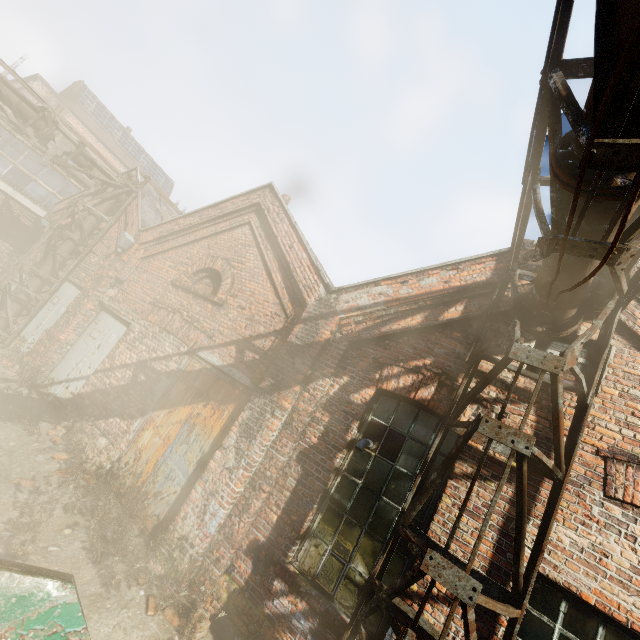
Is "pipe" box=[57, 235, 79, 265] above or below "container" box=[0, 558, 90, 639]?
above

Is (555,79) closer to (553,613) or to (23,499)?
(553,613)

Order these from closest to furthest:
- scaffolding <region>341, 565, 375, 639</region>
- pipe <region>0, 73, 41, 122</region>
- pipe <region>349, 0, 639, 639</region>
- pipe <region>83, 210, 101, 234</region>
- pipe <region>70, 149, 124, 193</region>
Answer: pipe <region>349, 0, 639, 639</region> → scaffolding <region>341, 565, 375, 639</region> → pipe <region>0, 73, 41, 122</region> → pipe <region>70, 149, 124, 193</region> → pipe <region>83, 210, 101, 234</region>

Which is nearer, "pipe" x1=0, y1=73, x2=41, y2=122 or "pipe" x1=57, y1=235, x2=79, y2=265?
"pipe" x1=0, y1=73, x2=41, y2=122

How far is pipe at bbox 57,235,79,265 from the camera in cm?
991

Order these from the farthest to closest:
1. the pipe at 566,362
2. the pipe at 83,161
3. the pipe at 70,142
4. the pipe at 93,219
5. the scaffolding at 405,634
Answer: the pipe at 93,219
the pipe at 83,161
the pipe at 70,142
the scaffolding at 405,634
the pipe at 566,362

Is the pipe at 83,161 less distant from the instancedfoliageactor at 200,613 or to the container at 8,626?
the container at 8,626
